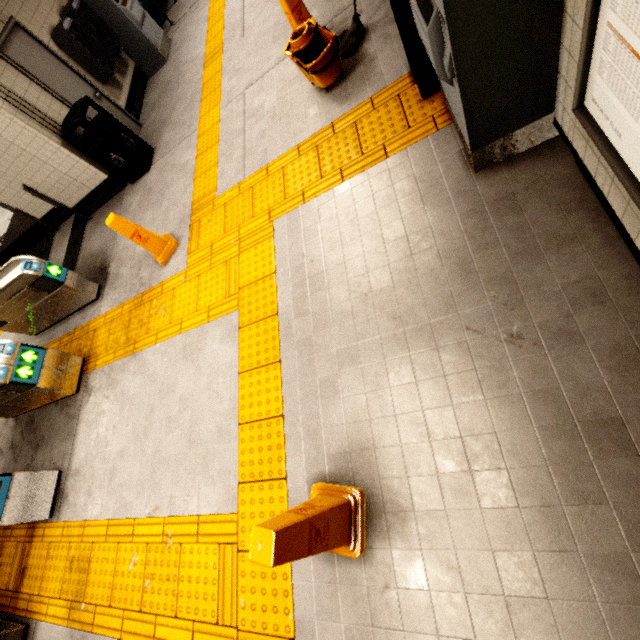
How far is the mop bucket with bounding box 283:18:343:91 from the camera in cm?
330

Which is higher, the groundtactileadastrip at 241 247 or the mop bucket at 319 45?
the mop bucket at 319 45

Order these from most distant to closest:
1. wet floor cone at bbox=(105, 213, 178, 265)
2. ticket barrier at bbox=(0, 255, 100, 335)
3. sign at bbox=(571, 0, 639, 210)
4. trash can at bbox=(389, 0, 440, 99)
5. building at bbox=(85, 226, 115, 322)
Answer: building at bbox=(85, 226, 115, 322)
ticket barrier at bbox=(0, 255, 100, 335)
wet floor cone at bbox=(105, 213, 178, 265)
trash can at bbox=(389, 0, 440, 99)
sign at bbox=(571, 0, 639, 210)

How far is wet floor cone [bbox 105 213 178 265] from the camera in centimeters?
385cm

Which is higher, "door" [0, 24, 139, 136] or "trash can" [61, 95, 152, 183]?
"door" [0, 24, 139, 136]

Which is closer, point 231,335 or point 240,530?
point 240,530

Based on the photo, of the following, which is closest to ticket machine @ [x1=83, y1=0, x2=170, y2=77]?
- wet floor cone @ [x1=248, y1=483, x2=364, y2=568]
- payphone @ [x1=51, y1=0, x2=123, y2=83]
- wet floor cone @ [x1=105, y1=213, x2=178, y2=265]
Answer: payphone @ [x1=51, y1=0, x2=123, y2=83]

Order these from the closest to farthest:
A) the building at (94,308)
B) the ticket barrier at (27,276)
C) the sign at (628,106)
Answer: the sign at (628,106) → the ticket barrier at (27,276) → the building at (94,308)
